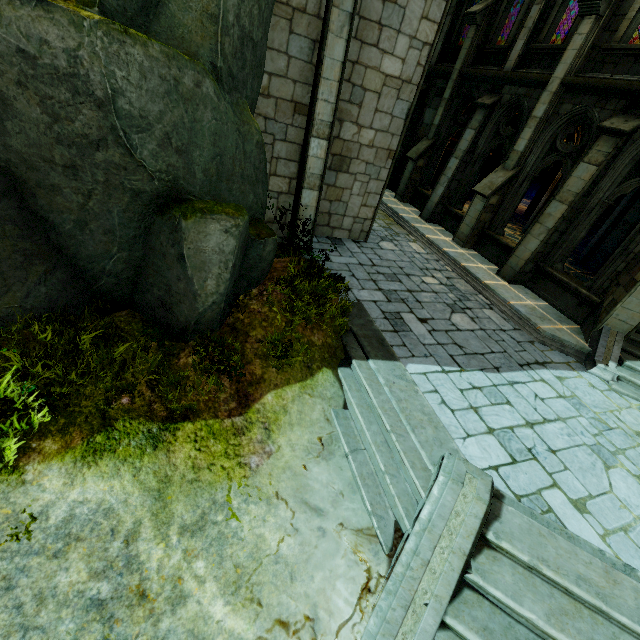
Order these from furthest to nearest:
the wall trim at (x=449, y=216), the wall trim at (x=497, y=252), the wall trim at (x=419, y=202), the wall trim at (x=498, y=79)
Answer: the wall trim at (x=419, y=202) → the wall trim at (x=449, y=216) → the wall trim at (x=497, y=252) → the wall trim at (x=498, y=79)

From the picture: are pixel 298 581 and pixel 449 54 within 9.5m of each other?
no

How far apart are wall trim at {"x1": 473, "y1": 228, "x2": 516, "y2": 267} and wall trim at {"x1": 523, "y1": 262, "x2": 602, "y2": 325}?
0.53m

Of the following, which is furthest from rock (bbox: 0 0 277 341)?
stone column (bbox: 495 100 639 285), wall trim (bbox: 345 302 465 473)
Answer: stone column (bbox: 495 100 639 285)

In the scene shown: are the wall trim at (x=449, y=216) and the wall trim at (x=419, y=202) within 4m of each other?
yes

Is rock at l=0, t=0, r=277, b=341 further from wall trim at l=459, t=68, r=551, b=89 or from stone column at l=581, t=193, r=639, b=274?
stone column at l=581, t=193, r=639, b=274

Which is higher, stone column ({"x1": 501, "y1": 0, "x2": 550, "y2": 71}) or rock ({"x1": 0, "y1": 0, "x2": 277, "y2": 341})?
stone column ({"x1": 501, "y1": 0, "x2": 550, "y2": 71})

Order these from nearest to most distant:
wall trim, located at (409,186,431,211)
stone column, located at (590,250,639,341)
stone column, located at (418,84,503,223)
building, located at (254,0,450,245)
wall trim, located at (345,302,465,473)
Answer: wall trim, located at (345,302,465,473) → building, located at (254,0,450,245) → stone column, located at (590,250,639,341) → stone column, located at (418,84,503,223) → wall trim, located at (409,186,431,211)
